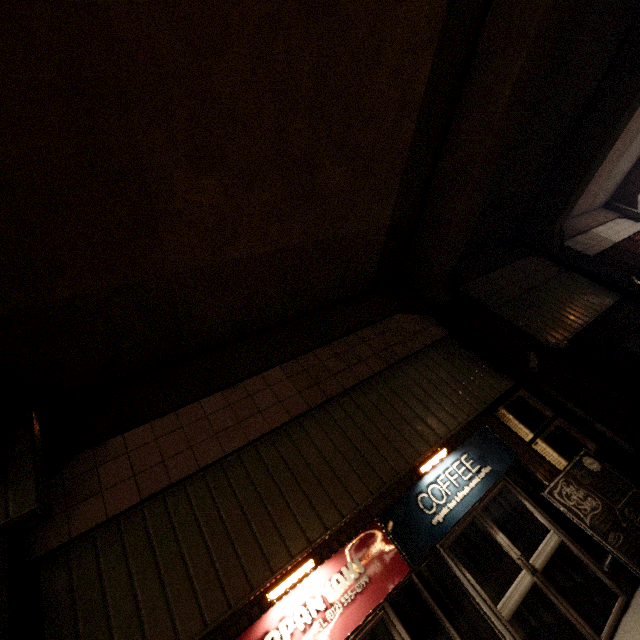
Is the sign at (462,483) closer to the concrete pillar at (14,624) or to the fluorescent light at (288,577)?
the fluorescent light at (288,577)

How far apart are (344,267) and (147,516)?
5.9m

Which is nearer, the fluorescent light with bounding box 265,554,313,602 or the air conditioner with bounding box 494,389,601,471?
the fluorescent light with bounding box 265,554,313,602

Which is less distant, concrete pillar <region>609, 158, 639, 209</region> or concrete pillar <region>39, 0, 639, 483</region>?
concrete pillar <region>39, 0, 639, 483</region>

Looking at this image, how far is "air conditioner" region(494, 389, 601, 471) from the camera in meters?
5.8 m

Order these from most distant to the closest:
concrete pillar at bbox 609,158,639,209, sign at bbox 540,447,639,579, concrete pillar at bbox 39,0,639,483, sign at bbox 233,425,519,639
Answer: concrete pillar at bbox 609,158,639,209 → concrete pillar at bbox 39,0,639,483 → sign at bbox 540,447,639,579 → sign at bbox 233,425,519,639

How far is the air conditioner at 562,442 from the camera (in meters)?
5.84

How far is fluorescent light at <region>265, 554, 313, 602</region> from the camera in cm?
404
